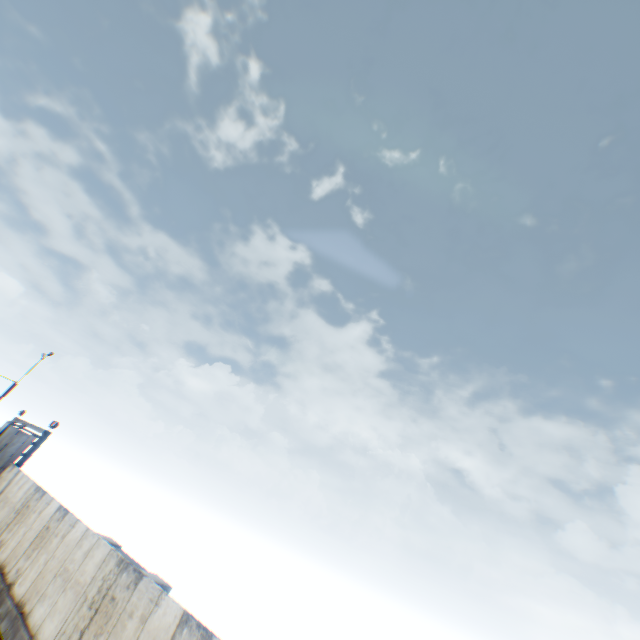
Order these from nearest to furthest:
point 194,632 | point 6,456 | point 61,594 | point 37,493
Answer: point 194,632
point 61,594
point 37,493
point 6,456
